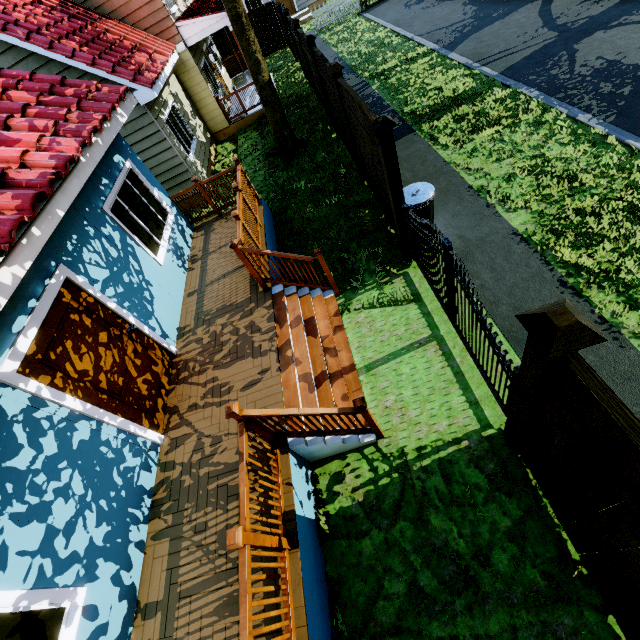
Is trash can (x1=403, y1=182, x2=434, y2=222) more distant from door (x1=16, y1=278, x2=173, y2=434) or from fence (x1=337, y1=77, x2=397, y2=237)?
door (x1=16, y1=278, x2=173, y2=434)

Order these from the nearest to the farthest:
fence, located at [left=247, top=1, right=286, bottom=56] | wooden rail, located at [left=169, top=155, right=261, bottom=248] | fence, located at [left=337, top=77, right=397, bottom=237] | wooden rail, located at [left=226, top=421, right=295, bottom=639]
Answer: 1. wooden rail, located at [left=226, top=421, right=295, bottom=639]
2. fence, located at [left=337, top=77, right=397, bottom=237]
3. wooden rail, located at [left=169, top=155, right=261, bottom=248]
4. fence, located at [left=247, top=1, right=286, bottom=56]

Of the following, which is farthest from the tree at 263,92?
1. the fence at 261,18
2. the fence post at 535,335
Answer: the fence post at 535,335

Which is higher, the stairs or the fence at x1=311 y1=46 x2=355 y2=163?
the fence at x1=311 y1=46 x2=355 y2=163

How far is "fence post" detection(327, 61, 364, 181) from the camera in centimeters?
646cm

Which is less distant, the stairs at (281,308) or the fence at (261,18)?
the stairs at (281,308)

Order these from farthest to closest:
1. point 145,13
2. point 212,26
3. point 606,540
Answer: point 212,26
point 145,13
point 606,540

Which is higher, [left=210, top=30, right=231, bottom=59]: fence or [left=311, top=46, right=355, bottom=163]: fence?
[left=311, top=46, right=355, bottom=163]: fence
